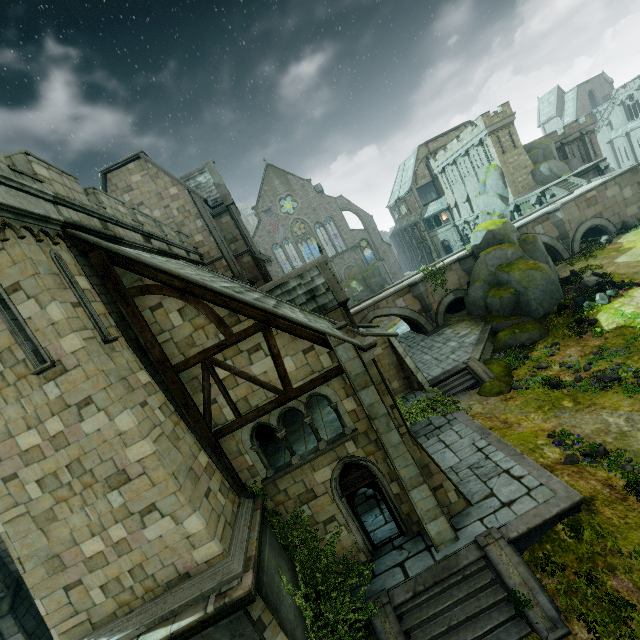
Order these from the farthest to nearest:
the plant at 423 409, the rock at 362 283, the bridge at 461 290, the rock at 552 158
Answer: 1. the rock at 362 283
2. the rock at 552 158
3. the bridge at 461 290
4. the plant at 423 409

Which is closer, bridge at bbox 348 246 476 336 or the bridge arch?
bridge at bbox 348 246 476 336

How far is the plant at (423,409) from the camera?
16.6 meters

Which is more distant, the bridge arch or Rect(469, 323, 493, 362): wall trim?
the bridge arch

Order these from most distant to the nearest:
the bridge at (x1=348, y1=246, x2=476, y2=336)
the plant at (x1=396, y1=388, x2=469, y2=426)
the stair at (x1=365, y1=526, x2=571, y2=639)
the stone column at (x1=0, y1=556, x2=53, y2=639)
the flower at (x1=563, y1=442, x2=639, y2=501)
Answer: the bridge at (x1=348, y1=246, x2=476, y2=336), the plant at (x1=396, y1=388, x2=469, y2=426), the stone column at (x1=0, y1=556, x2=53, y2=639), the flower at (x1=563, y1=442, x2=639, y2=501), the stair at (x1=365, y1=526, x2=571, y2=639)

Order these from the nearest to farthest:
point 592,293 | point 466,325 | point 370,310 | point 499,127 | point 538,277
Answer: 1. point 592,293
2. point 538,277
3. point 466,325
4. point 370,310
5. point 499,127

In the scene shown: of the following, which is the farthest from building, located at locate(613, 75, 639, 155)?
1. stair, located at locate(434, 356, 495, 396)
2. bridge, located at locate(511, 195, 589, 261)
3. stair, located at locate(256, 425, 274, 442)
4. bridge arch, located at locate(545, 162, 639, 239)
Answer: stair, located at locate(256, 425, 274, 442)

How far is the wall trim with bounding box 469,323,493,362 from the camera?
21.2m
